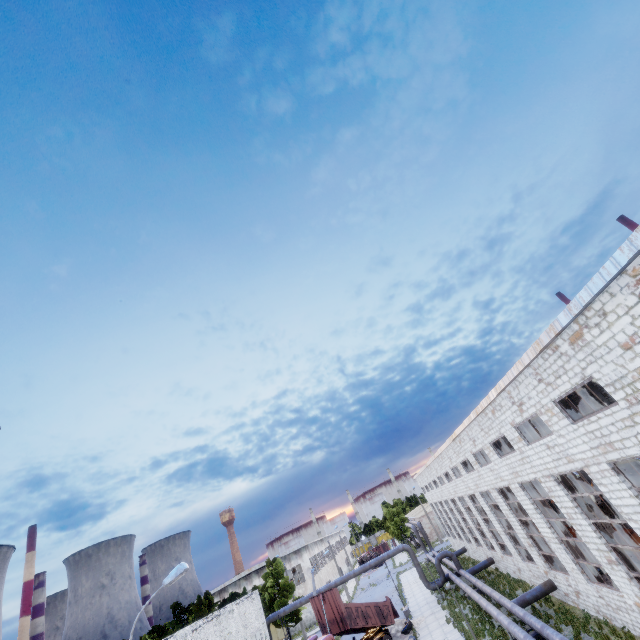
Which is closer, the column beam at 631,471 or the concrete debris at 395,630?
the column beam at 631,471

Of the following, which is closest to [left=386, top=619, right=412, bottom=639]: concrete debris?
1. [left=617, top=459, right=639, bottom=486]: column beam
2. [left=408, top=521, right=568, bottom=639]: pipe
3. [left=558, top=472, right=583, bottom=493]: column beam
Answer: [left=408, top=521, right=568, bottom=639]: pipe

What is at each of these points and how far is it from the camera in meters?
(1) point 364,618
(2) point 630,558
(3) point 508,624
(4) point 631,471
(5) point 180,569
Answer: (1) truck dump body, 25.6 m
(2) column beam, 14.0 m
(3) pipe, 18.1 m
(4) column beam, 12.0 m
(5) lamp post, 11.6 m

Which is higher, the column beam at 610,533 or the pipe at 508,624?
the column beam at 610,533

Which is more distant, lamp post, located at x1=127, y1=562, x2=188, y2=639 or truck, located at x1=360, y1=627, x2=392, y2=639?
truck, located at x1=360, y1=627, x2=392, y2=639

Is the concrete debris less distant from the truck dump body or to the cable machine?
the truck dump body

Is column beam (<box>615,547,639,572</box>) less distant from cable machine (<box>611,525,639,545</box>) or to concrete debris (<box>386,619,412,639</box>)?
cable machine (<box>611,525,639,545</box>)

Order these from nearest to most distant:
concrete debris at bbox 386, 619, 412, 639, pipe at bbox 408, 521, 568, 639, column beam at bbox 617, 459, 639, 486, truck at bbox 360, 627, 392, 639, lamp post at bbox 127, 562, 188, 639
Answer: lamp post at bbox 127, 562, 188, 639 < column beam at bbox 617, 459, 639, 486 < pipe at bbox 408, 521, 568, 639 < truck at bbox 360, 627, 392, 639 < concrete debris at bbox 386, 619, 412, 639
